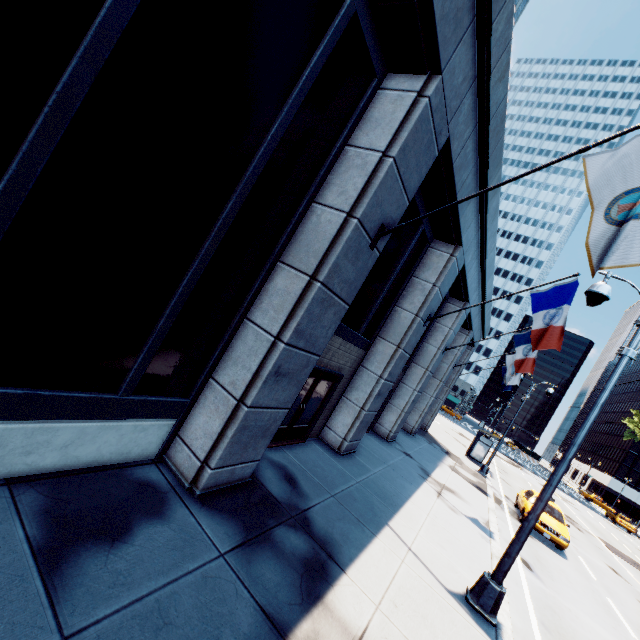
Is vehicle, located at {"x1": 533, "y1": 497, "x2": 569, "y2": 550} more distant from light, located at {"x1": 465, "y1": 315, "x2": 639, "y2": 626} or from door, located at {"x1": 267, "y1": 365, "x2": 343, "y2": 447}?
door, located at {"x1": 267, "y1": 365, "x2": 343, "y2": 447}

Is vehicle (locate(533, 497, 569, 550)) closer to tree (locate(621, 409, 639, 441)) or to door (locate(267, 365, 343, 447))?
door (locate(267, 365, 343, 447))

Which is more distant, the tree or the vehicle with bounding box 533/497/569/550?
the tree

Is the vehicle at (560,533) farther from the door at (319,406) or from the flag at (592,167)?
the flag at (592,167)

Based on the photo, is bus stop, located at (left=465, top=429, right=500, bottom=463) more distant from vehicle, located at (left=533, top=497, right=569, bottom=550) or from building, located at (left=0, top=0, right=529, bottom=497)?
vehicle, located at (left=533, top=497, right=569, bottom=550)

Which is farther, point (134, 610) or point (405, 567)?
point (405, 567)

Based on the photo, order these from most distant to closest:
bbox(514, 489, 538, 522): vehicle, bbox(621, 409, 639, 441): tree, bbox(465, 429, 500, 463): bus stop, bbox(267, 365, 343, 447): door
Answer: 1. bbox(621, 409, 639, 441): tree
2. bbox(465, 429, 500, 463): bus stop
3. bbox(514, 489, 538, 522): vehicle
4. bbox(267, 365, 343, 447): door

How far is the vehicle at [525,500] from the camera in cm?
1551
